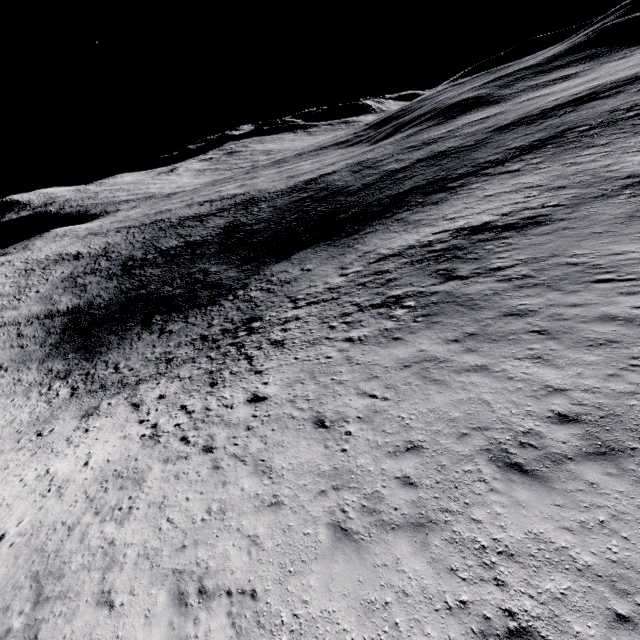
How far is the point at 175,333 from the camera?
35.66m
